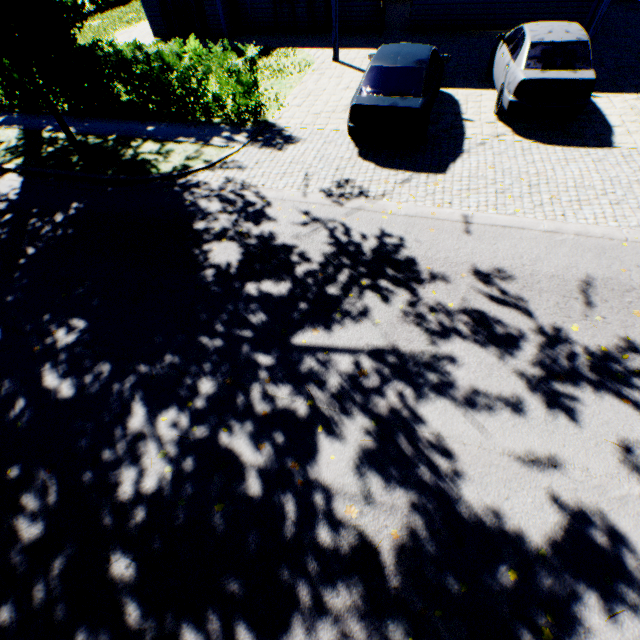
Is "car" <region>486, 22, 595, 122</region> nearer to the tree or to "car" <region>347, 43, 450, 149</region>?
"car" <region>347, 43, 450, 149</region>

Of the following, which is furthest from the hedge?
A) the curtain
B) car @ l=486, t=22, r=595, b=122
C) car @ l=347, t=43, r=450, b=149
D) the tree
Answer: car @ l=486, t=22, r=595, b=122

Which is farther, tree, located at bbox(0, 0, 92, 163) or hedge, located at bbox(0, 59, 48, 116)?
hedge, located at bbox(0, 59, 48, 116)

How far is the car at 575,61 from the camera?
7.5m

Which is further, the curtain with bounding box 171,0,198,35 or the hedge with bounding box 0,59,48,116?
the curtain with bounding box 171,0,198,35

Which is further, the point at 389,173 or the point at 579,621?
the point at 389,173

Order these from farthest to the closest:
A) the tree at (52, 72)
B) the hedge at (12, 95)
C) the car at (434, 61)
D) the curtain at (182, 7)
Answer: the curtain at (182, 7), the hedge at (12, 95), the car at (434, 61), the tree at (52, 72)

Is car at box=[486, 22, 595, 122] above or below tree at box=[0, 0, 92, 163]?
below
